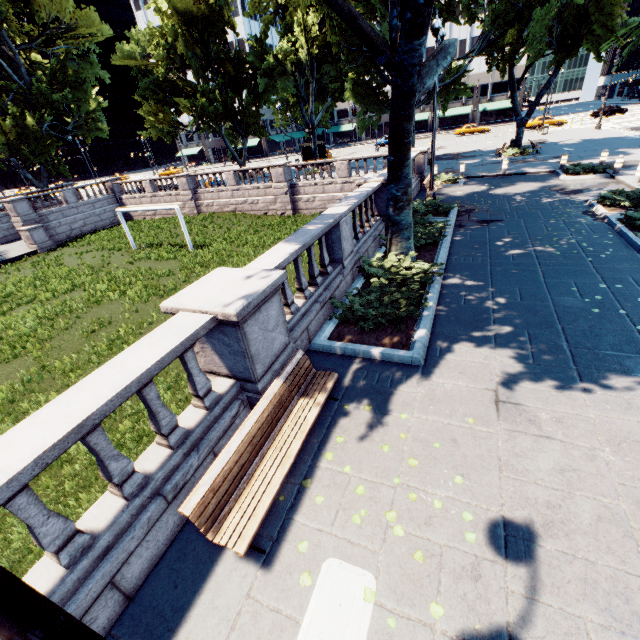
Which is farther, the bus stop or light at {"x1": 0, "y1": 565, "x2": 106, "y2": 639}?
the bus stop

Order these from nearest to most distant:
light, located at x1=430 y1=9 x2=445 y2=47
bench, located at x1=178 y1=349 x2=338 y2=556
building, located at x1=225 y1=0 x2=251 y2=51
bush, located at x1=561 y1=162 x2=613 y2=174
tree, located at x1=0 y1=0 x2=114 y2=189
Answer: bench, located at x1=178 y1=349 x2=338 y2=556 → light, located at x1=430 y1=9 x2=445 y2=47 → bush, located at x1=561 y1=162 x2=613 y2=174 → tree, located at x1=0 y1=0 x2=114 y2=189 → building, located at x1=225 y1=0 x2=251 y2=51

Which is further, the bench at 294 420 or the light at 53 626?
the bench at 294 420

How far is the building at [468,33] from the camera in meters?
58.2 m

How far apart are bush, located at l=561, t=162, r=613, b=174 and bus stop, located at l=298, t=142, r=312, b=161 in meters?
31.1

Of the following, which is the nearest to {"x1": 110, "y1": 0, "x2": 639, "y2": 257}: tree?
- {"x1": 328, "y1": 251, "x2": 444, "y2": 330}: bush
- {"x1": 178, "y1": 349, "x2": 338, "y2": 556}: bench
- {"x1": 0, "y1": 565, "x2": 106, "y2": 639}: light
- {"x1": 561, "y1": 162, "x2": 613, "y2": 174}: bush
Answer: {"x1": 328, "y1": 251, "x2": 444, "y2": 330}: bush

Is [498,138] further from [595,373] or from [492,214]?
[595,373]

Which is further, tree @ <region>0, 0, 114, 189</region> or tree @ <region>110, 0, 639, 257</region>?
tree @ <region>0, 0, 114, 189</region>
